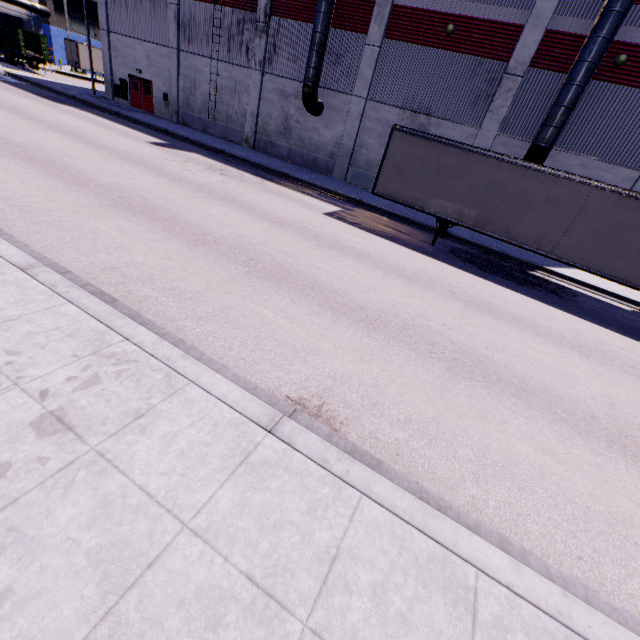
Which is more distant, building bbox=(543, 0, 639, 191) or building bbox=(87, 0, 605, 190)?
building bbox=(87, 0, 605, 190)

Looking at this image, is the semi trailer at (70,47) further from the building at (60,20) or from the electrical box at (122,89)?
the electrical box at (122,89)

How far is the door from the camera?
27.3 meters

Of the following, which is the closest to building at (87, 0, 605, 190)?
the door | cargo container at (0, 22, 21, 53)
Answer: the door

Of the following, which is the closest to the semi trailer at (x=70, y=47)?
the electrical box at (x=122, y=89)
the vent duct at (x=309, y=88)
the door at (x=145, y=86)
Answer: the vent duct at (x=309, y=88)

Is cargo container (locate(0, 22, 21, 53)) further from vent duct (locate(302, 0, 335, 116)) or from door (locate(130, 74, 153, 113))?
door (locate(130, 74, 153, 113))

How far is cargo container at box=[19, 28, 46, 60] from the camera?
32.6 meters

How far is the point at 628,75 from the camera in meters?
14.8
